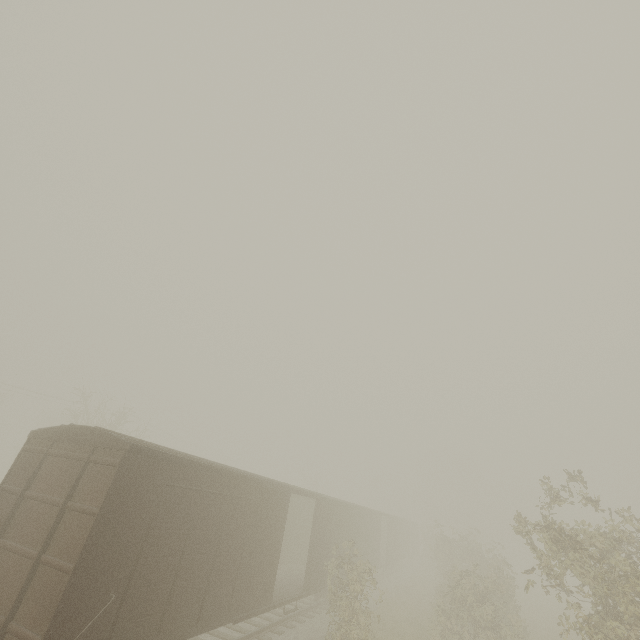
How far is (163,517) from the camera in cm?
720
